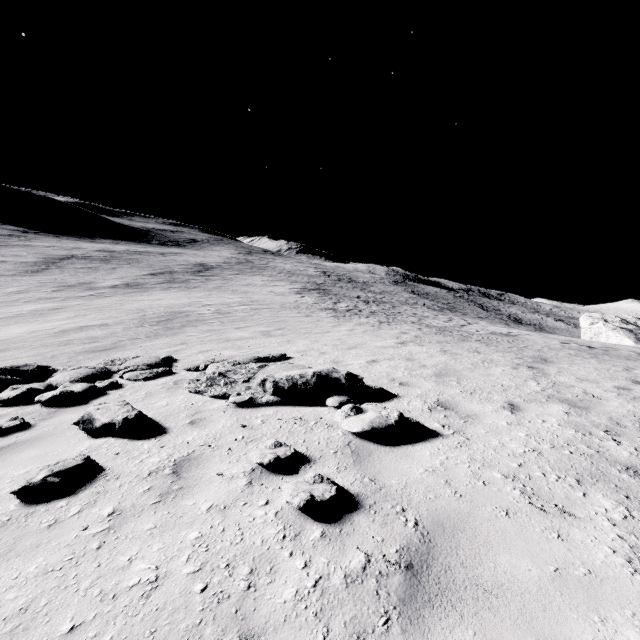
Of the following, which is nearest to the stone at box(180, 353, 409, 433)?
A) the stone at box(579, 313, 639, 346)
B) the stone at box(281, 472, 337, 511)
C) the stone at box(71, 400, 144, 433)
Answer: the stone at box(71, 400, 144, 433)

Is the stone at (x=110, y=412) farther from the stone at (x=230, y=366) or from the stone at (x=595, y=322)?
the stone at (x=595, y=322)

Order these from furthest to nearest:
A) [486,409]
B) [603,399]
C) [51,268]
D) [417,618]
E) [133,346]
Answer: [51,268], [133,346], [603,399], [486,409], [417,618]

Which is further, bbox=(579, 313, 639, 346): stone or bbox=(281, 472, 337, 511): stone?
bbox=(579, 313, 639, 346): stone

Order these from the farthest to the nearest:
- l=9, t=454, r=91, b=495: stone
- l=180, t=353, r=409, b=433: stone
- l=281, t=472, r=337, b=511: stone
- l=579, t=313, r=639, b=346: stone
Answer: l=579, t=313, r=639, b=346: stone
l=180, t=353, r=409, b=433: stone
l=9, t=454, r=91, b=495: stone
l=281, t=472, r=337, b=511: stone

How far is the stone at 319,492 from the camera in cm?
296

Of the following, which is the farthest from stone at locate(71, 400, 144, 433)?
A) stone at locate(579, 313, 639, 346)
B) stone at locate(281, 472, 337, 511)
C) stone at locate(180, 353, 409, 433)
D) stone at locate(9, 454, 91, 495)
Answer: stone at locate(579, 313, 639, 346)

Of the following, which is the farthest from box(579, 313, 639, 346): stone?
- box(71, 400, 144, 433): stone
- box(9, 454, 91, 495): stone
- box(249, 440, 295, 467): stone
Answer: box(9, 454, 91, 495): stone
